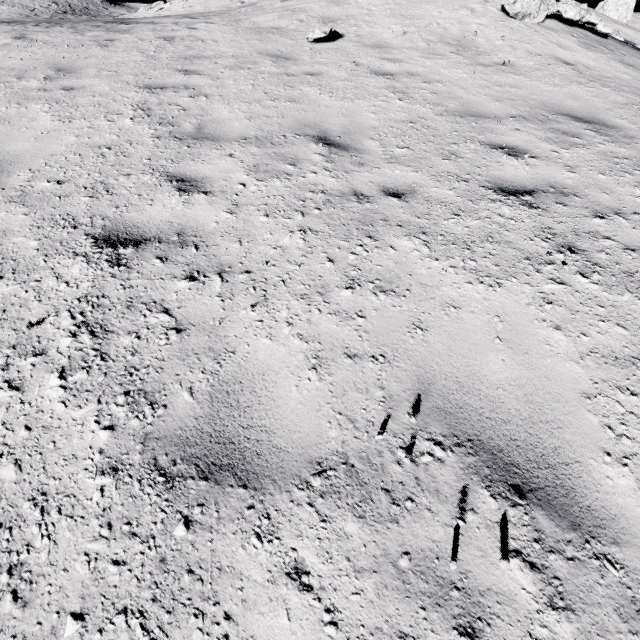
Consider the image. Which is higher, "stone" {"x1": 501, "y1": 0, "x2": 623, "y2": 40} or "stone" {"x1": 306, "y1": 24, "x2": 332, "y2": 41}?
"stone" {"x1": 501, "y1": 0, "x2": 623, "y2": 40}

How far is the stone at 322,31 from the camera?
7.26m

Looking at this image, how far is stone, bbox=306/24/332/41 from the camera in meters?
7.3 m

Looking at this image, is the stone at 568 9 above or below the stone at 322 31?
above

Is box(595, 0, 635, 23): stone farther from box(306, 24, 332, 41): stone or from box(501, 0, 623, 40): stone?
box(306, 24, 332, 41): stone

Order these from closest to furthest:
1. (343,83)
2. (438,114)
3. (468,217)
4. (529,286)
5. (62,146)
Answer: (529,286), (468,217), (62,146), (438,114), (343,83)

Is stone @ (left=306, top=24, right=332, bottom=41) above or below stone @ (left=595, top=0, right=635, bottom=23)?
below
